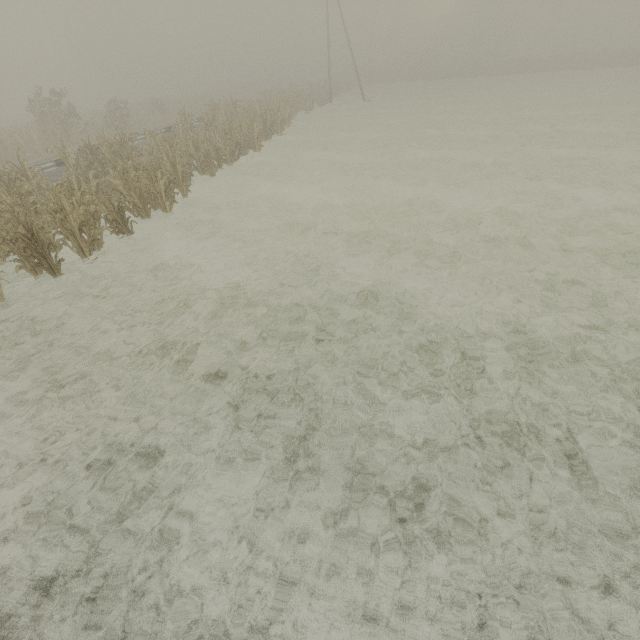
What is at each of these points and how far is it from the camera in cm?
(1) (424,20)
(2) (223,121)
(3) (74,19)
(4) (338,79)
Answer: (1) tree, 5972
(2) tree, 2230
(3) tree, 5462
(4) tree, 4947

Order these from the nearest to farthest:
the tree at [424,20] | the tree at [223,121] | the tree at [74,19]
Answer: the tree at [223,121] → the tree at [74,19] → the tree at [424,20]

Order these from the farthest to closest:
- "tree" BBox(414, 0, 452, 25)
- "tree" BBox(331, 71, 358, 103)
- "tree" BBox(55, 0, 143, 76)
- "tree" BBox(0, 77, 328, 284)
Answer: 1. "tree" BBox(414, 0, 452, 25)
2. "tree" BBox(55, 0, 143, 76)
3. "tree" BBox(331, 71, 358, 103)
4. "tree" BBox(0, 77, 328, 284)

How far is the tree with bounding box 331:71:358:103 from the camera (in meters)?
40.69

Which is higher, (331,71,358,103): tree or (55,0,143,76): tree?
(55,0,143,76): tree

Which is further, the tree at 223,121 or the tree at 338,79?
the tree at 338,79

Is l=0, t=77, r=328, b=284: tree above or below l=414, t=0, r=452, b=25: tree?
below
